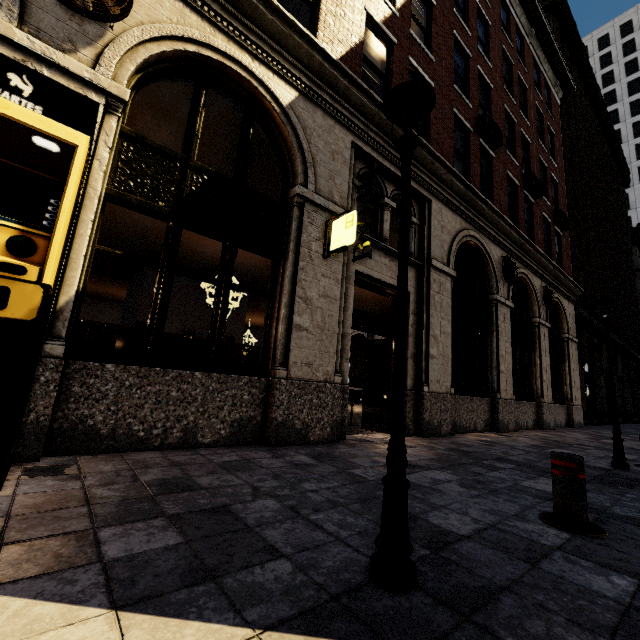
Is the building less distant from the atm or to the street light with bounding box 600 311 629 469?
the atm

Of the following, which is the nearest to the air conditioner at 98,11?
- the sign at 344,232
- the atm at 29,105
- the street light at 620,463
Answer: the atm at 29,105

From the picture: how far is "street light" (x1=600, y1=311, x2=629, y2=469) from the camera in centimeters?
543cm

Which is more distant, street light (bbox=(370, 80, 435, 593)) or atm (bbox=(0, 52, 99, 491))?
atm (bbox=(0, 52, 99, 491))

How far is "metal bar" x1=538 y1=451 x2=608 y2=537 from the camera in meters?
2.5

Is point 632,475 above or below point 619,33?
below

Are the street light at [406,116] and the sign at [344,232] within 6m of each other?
yes

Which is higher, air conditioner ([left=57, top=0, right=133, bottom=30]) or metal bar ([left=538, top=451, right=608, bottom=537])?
air conditioner ([left=57, top=0, right=133, bottom=30])
